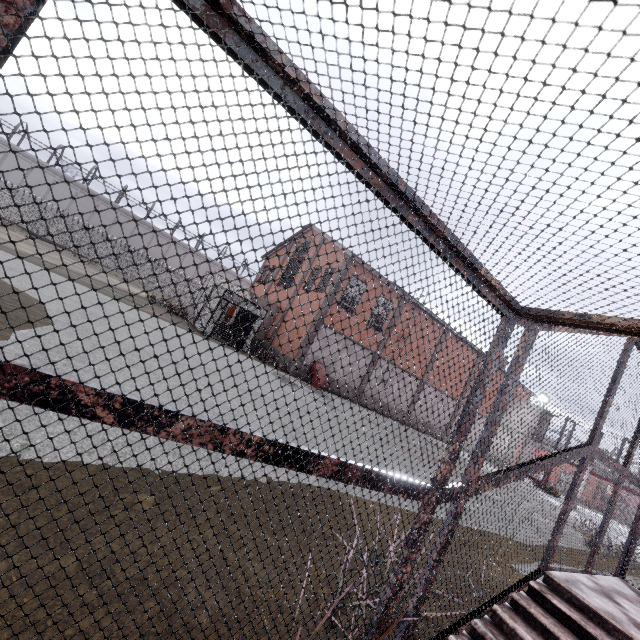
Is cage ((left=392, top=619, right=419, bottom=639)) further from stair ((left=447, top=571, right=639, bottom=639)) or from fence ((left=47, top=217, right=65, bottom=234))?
fence ((left=47, top=217, right=65, bottom=234))

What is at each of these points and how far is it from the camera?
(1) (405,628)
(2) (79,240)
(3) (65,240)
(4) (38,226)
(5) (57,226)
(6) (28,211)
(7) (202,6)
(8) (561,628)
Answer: (1) cage, 2.4m
(2) fence, 35.9m
(3) fence, 35.3m
(4) fence, 34.1m
(5) fence, 34.8m
(6) fence, 33.5m
(7) cage, 1.2m
(8) stair, 3.0m

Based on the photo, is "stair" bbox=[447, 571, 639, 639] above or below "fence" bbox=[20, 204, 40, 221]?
below

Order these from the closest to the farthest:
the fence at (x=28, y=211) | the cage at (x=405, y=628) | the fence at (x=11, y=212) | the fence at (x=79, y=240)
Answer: the cage at (x=405, y=628) → the fence at (x=11, y=212) → the fence at (x=28, y=211) → the fence at (x=79, y=240)

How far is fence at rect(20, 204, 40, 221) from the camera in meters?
33.3

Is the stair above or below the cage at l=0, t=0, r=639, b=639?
below

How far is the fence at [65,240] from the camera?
35.0m
